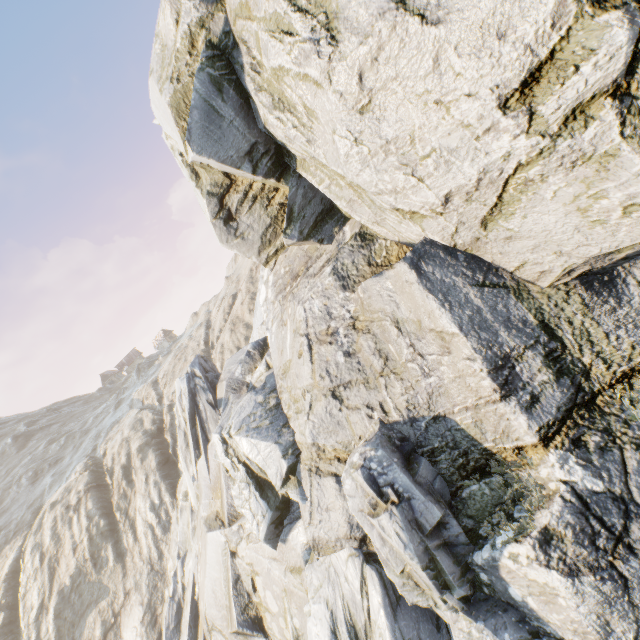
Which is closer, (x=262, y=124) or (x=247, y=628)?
(x=262, y=124)
